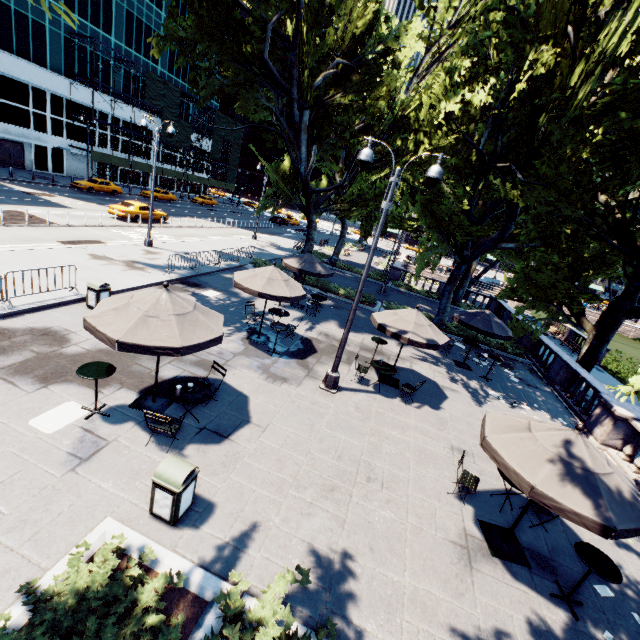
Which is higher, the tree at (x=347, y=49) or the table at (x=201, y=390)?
the tree at (x=347, y=49)

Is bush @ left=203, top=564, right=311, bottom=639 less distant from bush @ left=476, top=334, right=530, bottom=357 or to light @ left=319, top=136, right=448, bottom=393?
light @ left=319, top=136, right=448, bottom=393

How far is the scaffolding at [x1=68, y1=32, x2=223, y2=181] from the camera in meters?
39.6 m

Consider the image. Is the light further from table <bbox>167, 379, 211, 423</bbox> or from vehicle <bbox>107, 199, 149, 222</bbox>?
vehicle <bbox>107, 199, 149, 222</bbox>

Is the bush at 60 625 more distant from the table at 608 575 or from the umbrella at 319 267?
the umbrella at 319 267

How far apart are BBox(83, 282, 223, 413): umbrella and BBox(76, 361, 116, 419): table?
1.2 meters

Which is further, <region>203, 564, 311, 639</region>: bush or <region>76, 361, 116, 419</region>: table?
<region>76, 361, 116, 419</region>: table

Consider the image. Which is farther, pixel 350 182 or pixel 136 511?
pixel 350 182
